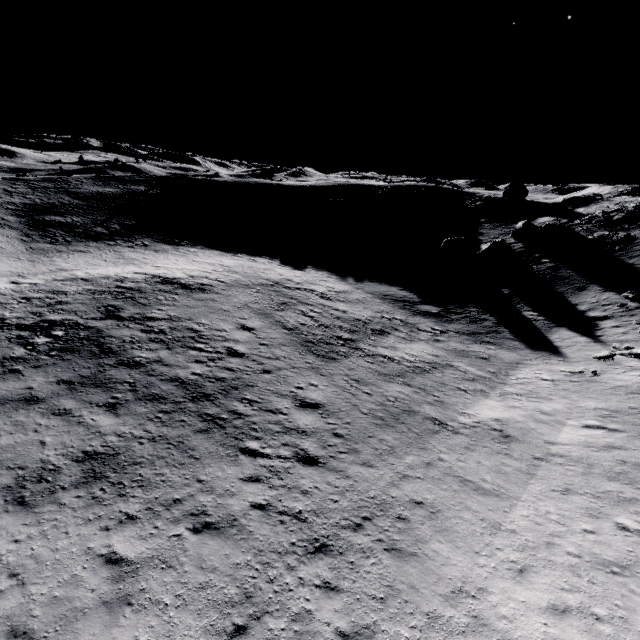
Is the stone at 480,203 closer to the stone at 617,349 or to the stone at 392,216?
the stone at 392,216

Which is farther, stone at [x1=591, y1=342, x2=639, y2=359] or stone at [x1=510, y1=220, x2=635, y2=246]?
stone at [x1=510, y1=220, x2=635, y2=246]

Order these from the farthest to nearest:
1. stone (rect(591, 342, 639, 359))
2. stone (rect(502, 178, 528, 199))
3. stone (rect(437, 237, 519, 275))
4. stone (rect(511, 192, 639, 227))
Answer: stone (rect(502, 178, 528, 199)), stone (rect(511, 192, 639, 227)), stone (rect(437, 237, 519, 275)), stone (rect(591, 342, 639, 359))

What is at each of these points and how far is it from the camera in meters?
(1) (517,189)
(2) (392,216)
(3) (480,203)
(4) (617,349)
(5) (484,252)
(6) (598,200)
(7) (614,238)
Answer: (1) stone, 50.4 m
(2) stone, 48.4 m
(3) stone, 49.1 m
(4) stone, 19.5 m
(5) stone, 34.5 m
(6) stone, 40.2 m
(7) stone, 31.0 m

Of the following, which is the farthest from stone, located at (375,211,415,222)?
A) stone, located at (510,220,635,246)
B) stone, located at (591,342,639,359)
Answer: stone, located at (591,342,639,359)

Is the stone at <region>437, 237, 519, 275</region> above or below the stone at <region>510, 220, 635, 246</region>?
below

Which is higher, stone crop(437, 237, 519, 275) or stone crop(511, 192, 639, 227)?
stone crop(511, 192, 639, 227)

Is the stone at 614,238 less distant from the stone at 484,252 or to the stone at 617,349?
the stone at 484,252
